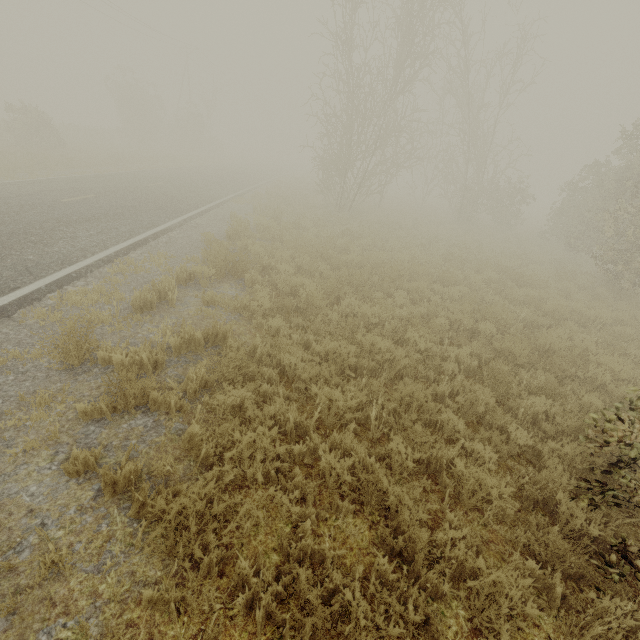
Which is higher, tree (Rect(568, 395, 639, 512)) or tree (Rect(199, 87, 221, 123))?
tree (Rect(199, 87, 221, 123))

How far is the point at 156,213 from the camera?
11.8 meters

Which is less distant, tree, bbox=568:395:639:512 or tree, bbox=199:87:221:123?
tree, bbox=568:395:639:512

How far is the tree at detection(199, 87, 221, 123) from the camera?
39.12m

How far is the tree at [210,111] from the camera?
39.1 meters

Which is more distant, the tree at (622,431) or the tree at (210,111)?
the tree at (210,111)
